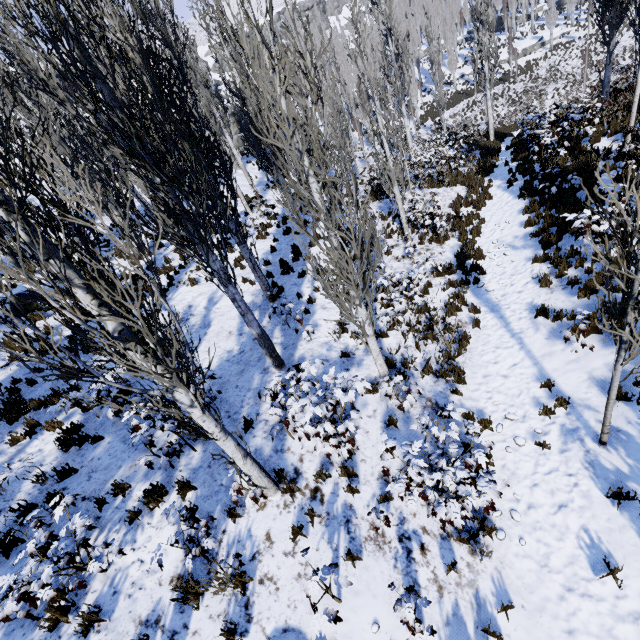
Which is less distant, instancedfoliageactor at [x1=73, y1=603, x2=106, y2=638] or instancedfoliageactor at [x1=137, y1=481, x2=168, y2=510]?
instancedfoliageactor at [x1=73, y1=603, x2=106, y2=638]

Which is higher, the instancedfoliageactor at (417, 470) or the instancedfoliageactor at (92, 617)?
the instancedfoliageactor at (92, 617)

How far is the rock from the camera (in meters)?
42.59

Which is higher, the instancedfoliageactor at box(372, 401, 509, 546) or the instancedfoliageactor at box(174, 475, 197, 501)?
the instancedfoliageactor at box(174, 475, 197, 501)

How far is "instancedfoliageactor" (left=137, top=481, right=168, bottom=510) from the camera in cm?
560

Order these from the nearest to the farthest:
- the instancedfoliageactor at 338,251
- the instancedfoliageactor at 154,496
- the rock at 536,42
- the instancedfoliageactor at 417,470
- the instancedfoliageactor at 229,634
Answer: the instancedfoliageactor at 338,251 → the instancedfoliageactor at 229,634 → the instancedfoliageactor at 417,470 → the instancedfoliageactor at 154,496 → the rock at 536,42

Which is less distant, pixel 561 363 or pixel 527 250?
pixel 561 363
